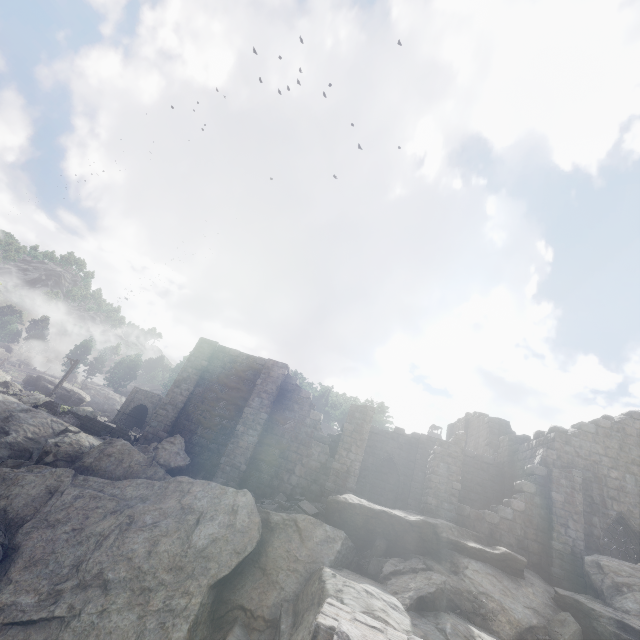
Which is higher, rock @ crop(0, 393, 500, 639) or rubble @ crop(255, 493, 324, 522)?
rubble @ crop(255, 493, 324, 522)

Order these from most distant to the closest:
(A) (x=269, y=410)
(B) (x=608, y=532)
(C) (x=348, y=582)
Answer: (B) (x=608, y=532), (A) (x=269, y=410), (C) (x=348, y=582)

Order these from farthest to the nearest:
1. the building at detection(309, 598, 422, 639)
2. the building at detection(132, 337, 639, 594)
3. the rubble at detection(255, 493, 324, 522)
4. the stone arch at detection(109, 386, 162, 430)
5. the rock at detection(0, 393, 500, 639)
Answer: the stone arch at detection(109, 386, 162, 430) < the building at detection(132, 337, 639, 594) < the rubble at detection(255, 493, 324, 522) < the rock at detection(0, 393, 500, 639) < the building at detection(309, 598, 422, 639)

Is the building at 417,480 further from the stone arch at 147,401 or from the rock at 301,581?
the stone arch at 147,401

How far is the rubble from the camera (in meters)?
12.94

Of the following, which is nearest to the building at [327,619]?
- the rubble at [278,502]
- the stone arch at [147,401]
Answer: the rubble at [278,502]

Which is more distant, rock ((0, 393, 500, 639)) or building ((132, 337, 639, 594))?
building ((132, 337, 639, 594))

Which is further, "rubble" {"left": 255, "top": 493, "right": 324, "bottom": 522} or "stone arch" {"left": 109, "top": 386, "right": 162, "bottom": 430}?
"stone arch" {"left": 109, "top": 386, "right": 162, "bottom": 430}
